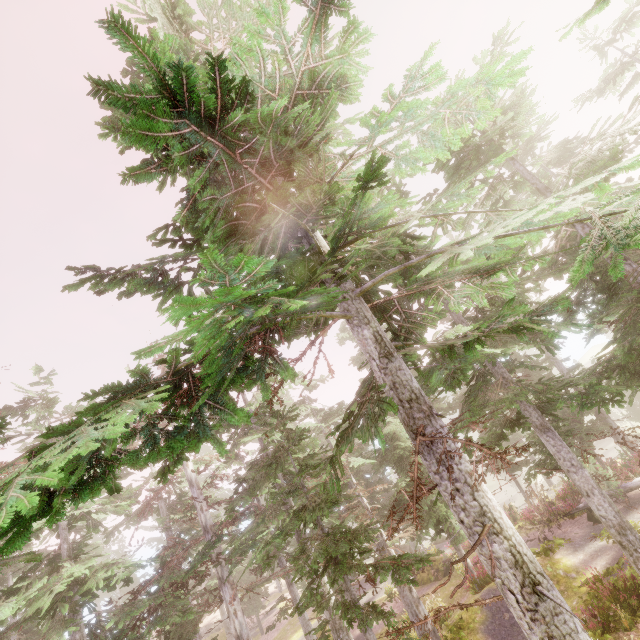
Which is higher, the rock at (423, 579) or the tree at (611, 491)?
the tree at (611, 491)

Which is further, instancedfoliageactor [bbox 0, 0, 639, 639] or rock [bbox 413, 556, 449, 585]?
rock [bbox 413, 556, 449, 585]

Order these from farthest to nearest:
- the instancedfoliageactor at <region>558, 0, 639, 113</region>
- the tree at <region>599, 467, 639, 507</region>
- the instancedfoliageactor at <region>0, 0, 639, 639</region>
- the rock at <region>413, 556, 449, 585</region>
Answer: the rock at <region>413, 556, 449, 585</region>, the tree at <region>599, 467, 639, 507</region>, the instancedfoliageactor at <region>558, 0, 639, 113</region>, the instancedfoliageactor at <region>0, 0, 639, 639</region>

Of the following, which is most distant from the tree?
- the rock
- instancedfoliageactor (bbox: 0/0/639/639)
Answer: the rock

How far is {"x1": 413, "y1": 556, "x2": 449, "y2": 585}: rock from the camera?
23.0m

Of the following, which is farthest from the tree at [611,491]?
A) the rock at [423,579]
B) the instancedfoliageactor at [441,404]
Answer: the rock at [423,579]

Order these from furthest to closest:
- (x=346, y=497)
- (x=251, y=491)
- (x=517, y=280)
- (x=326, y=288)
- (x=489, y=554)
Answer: (x=251, y=491) → (x=346, y=497) → (x=326, y=288) → (x=517, y=280) → (x=489, y=554)
